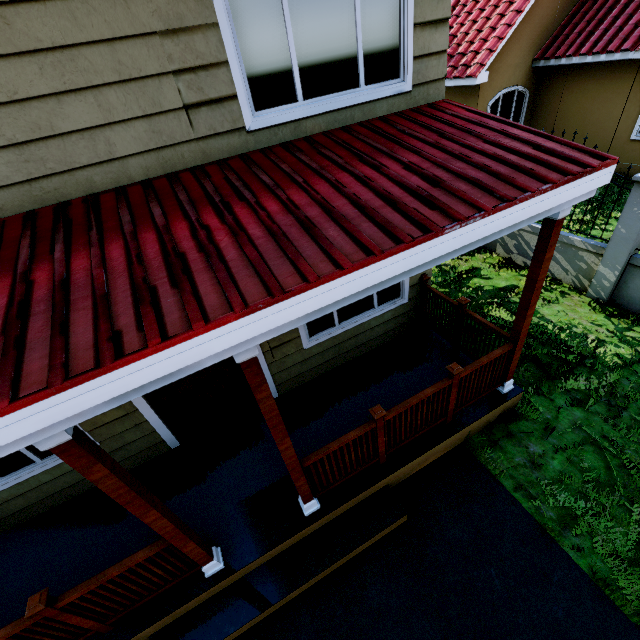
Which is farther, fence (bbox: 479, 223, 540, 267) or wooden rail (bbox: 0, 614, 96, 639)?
fence (bbox: 479, 223, 540, 267)

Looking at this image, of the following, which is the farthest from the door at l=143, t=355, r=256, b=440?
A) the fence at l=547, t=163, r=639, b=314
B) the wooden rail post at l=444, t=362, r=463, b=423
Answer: the fence at l=547, t=163, r=639, b=314

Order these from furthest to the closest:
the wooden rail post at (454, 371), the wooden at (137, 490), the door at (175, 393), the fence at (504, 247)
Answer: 1. the fence at (504, 247)
2. the door at (175, 393)
3. the wooden rail post at (454, 371)
4. the wooden at (137, 490)

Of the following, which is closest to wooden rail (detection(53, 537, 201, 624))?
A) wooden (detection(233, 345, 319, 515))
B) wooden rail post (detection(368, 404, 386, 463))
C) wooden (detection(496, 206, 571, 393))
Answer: wooden (detection(233, 345, 319, 515))

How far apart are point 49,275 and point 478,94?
13.40m

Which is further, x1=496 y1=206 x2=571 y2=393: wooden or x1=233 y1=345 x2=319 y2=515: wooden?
x1=496 y1=206 x2=571 y2=393: wooden

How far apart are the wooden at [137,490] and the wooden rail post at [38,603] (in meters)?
0.95

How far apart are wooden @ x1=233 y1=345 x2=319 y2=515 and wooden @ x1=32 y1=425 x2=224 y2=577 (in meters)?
1.00
